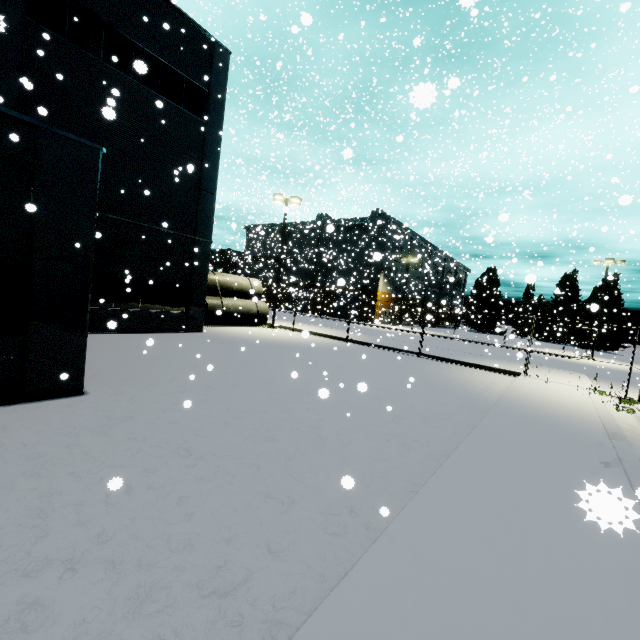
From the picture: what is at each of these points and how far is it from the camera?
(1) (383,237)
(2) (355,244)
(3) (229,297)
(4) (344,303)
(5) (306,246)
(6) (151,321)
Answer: (1) building, 46.44m
(2) building, 49.81m
(3) concrete pipe stack, 23.61m
(4) roll-up door, 51.12m
(5) building, 55.69m
(6) building, 15.79m

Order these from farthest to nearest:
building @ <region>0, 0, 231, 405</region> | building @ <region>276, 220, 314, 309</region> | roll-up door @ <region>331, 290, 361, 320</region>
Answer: building @ <region>276, 220, 314, 309</region> < roll-up door @ <region>331, 290, 361, 320</region> < building @ <region>0, 0, 231, 405</region>

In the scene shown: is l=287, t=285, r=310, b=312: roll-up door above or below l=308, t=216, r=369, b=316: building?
below

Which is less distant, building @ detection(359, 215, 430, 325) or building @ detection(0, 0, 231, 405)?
building @ detection(0, 0, 231, 405)

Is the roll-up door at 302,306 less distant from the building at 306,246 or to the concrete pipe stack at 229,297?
the building at 306,246

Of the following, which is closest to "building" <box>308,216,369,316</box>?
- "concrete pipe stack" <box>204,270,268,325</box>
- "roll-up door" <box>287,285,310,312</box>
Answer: "roll-up door" <box>287,285,310,312</box>

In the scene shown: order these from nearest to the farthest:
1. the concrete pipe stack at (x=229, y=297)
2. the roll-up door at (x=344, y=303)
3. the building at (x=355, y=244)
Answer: the concrete pipe stack at (x=229, y=297) → the roll-up door at (x=344, y=303) → the building at (x=355, y=244)
